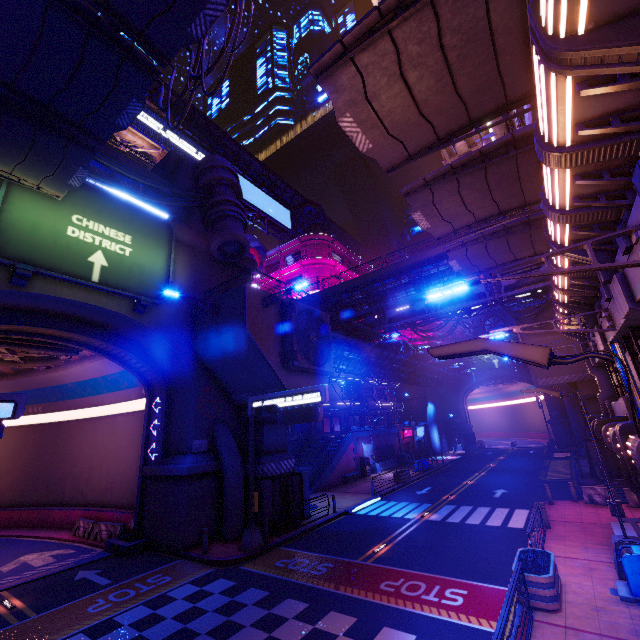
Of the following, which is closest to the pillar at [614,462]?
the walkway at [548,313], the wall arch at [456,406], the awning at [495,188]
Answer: the walkway at [548,313]

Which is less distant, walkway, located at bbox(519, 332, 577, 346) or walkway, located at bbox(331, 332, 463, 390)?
walkway, located at bbox(519, 332, 577, 346)

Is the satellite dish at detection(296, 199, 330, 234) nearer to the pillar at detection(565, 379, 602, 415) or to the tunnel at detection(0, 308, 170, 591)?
the tunnel at detection(0, 308, 170, 591)

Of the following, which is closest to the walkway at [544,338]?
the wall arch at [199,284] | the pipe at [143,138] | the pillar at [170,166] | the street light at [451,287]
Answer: the wall arch at [199,284]

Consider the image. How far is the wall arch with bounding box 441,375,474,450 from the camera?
56.3m

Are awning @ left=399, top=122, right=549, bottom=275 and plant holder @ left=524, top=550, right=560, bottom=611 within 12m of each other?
yes

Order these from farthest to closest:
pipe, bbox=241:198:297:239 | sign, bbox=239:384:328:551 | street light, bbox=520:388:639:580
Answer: pipe, bbox=241:198:297:239 < sign, bbox=239:384:328:551 < street light, bbox=520:388:639:580

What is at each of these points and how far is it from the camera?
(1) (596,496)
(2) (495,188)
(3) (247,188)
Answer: (1) fence, 18.33m
(2) awning, 11.09m
(3) sign, 50.66m
